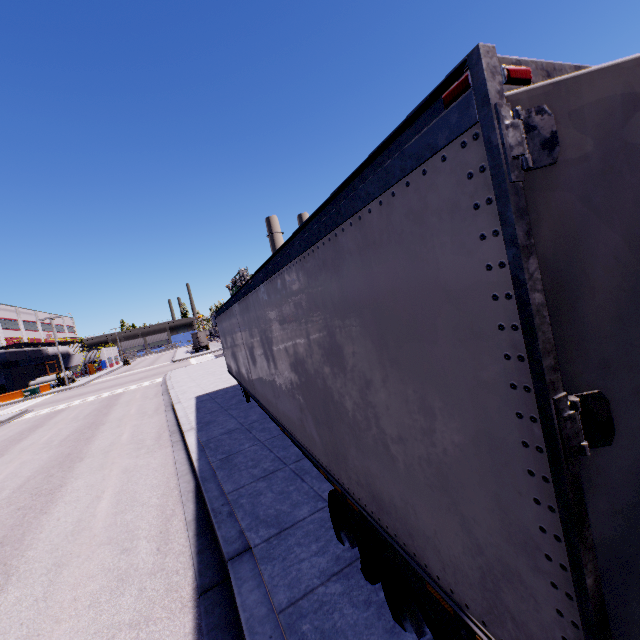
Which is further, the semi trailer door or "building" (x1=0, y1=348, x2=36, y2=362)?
"building" (x1=0, y1=348, x2=36, y2=362)

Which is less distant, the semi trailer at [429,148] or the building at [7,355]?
the semi trailer at [429,148]

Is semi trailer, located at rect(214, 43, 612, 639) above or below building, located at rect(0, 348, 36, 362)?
below

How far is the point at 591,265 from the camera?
1.1m

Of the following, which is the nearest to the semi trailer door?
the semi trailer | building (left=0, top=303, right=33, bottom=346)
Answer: the semi trailer

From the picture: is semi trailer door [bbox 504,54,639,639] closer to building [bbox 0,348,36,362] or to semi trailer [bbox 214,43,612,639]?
semi trailer [bbox 214,43,612,639]

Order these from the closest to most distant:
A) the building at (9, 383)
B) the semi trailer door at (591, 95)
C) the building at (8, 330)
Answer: the semi trailer door at (591, 95) < the building at (9, 383) < the building at (8, 330)
